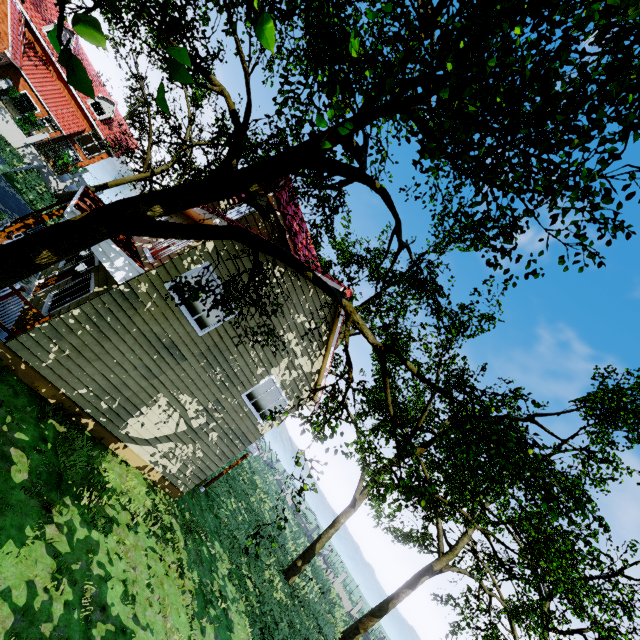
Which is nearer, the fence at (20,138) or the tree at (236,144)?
the tree at (236,144)

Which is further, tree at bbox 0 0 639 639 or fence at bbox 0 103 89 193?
fence at bbox 0 103 89 193

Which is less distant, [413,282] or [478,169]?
[478,169]

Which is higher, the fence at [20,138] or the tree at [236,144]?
the tree at [236,144]

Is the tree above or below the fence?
above
